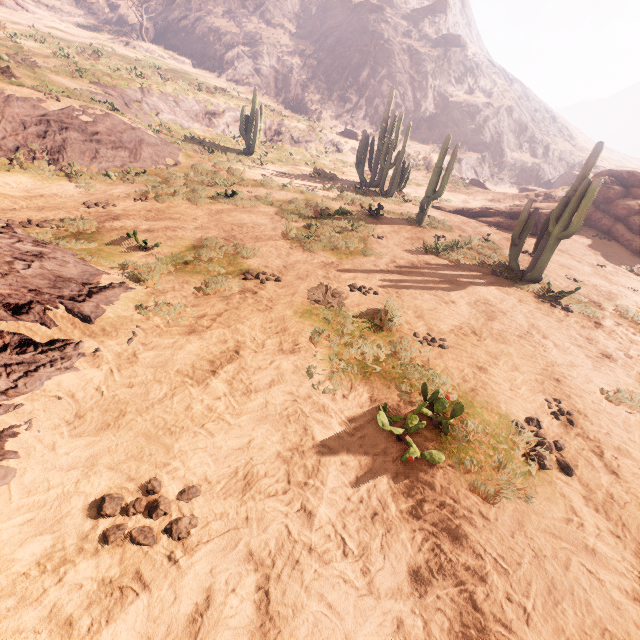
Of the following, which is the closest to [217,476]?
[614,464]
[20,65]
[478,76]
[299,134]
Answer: [614,464]

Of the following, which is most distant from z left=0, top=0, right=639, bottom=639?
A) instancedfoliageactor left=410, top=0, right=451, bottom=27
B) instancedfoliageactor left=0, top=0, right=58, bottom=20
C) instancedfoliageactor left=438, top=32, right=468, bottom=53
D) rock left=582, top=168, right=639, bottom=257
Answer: instancedfoliageactor left=410, top=0, right=451, bottom=27

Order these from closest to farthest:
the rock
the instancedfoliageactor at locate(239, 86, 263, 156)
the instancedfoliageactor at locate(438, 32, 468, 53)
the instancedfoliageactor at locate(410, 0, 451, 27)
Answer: the rock < the instancedfoliageactor at locate(239, 86, 263, 156) < the instancedfoliageactor at locate(438, 32, 468, 53) < the instancedfoliageactor at locate(410, 0, 451, 27)

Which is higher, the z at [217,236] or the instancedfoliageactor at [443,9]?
the instancedfoliageactor at [443,9]

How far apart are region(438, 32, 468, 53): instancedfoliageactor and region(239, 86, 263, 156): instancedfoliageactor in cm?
5044

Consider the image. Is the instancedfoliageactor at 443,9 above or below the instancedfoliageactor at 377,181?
above

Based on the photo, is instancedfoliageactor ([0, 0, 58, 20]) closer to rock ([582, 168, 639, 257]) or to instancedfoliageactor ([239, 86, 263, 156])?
instancedfoliageactor ([239, 86, 263, 156])

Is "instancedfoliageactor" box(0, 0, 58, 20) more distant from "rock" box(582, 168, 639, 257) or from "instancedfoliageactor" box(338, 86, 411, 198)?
"rock" box(582, 168, 639, 257)
